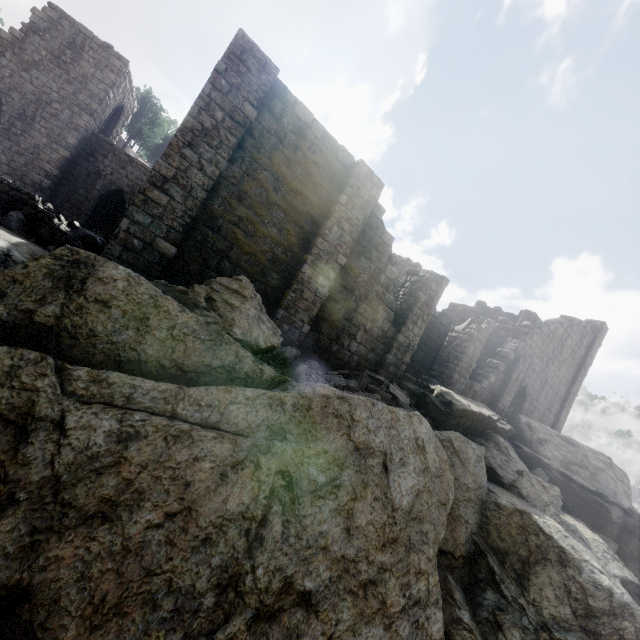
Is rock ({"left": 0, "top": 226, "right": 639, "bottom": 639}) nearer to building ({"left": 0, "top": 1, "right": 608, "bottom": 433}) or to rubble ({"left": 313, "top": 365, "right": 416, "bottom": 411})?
rubble ({"left": 313, "top": 365, "right": 416, "bottom": 411})

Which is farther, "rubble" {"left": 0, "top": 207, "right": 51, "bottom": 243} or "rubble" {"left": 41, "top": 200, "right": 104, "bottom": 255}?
"rubble" {"left": 41, "top": 200, "right": 104, "bottom": 255}

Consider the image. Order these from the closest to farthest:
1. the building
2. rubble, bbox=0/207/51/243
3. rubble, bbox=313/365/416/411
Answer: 1. rubble, bbox=0/207/51/243
2. the building
3. rubble, bbox=313/365/416/411

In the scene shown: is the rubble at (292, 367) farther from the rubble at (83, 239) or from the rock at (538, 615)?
Result: the rubble at (83, 239)

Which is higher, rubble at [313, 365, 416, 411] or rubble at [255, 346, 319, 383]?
rubble at [313, 365, 416, 411]

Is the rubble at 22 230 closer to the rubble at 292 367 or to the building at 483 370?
the building at 483 370

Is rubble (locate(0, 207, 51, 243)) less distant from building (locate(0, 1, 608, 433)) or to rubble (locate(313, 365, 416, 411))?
building (locate(0, 1, 608, 433))

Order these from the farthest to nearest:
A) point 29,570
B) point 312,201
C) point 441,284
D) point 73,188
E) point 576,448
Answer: point 73,188 < point 576,448 < point 441,284 < point 312,201 < point 29,570
